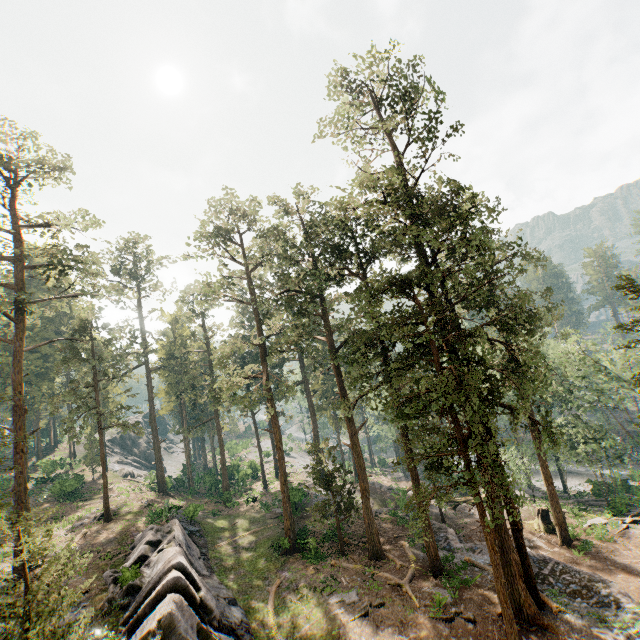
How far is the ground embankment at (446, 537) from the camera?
24.0m

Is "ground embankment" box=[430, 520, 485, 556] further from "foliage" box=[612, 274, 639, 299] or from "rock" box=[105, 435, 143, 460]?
"rock" box=[105, 435, 143, 460]

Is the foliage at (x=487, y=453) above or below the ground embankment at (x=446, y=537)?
above

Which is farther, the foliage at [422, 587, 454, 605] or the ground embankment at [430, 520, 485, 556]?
the ground embankment at [430, 520, 485, 556]

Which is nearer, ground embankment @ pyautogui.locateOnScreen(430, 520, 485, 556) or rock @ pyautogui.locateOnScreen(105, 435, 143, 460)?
ground embankment @ pyautogui.locateOnScreen(430, 520, 485, 556)

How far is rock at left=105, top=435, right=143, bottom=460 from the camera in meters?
58.5 m

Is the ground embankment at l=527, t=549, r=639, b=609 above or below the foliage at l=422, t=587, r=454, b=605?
below

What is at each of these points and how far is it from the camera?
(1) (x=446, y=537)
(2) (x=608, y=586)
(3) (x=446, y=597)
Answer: (1) ground embankment, 26.2 meters
(2) ground embankment, 18.6 meters
(3) foliage, 18.6 meters
